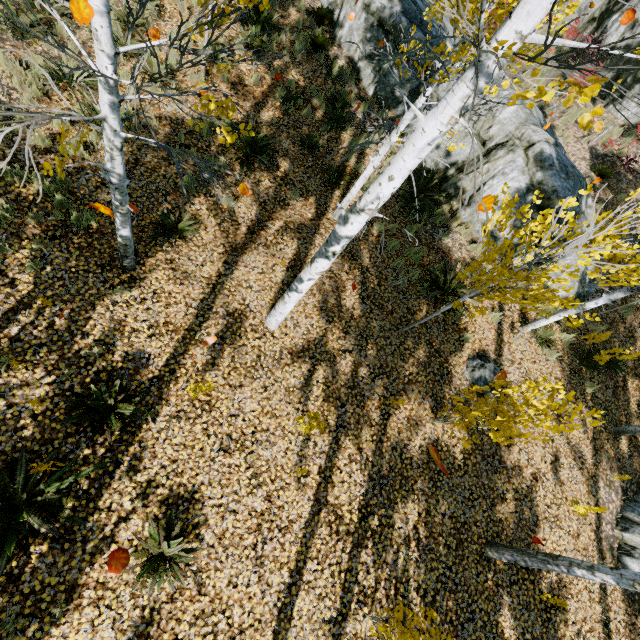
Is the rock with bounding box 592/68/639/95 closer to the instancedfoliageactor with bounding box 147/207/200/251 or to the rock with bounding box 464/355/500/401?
the instancedfoliageactor with bounding box 147/207/200/251

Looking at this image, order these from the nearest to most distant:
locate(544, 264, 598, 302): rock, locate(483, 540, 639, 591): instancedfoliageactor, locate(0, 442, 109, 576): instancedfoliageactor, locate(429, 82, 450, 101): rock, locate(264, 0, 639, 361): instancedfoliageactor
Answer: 1. locate(264, 0, 639, 361): instancedfoliageactor
2. locate(0, 442, 109, 576): instancedfoliageactor
3. locate(483, 540, 639, 591): instancedfoliageactor
4. locate(544, 264, 598, 302): rock
5. locate(429, 82, 450, 101): rock

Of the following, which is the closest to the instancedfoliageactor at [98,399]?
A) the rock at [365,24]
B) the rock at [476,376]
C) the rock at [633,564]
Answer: the rock at [365,24]

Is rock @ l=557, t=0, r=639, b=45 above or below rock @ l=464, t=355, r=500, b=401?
above

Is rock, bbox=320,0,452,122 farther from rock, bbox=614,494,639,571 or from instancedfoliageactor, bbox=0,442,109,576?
rock, bbox=614,494,639,571

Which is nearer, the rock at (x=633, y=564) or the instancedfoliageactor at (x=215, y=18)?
the instancedfoliageactor at (x=215, y=18)

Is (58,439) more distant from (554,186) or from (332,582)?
(554,186)
